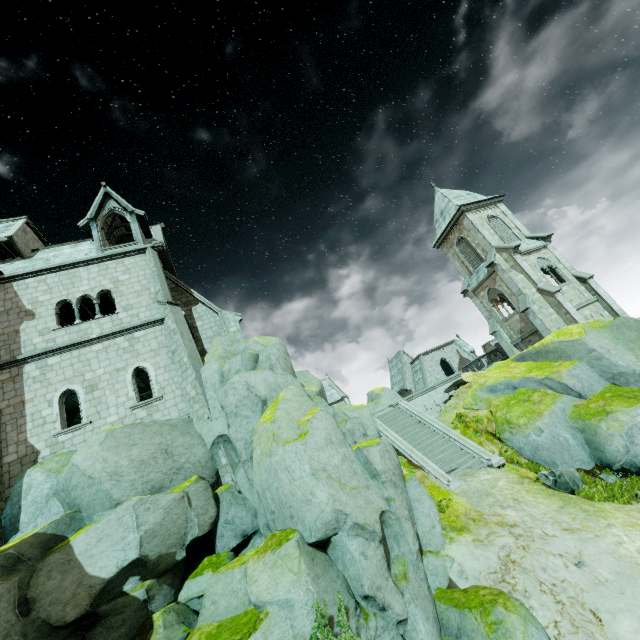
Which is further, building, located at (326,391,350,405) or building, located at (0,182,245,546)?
building, located at (326,391,350,405)

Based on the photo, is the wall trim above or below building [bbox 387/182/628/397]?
below

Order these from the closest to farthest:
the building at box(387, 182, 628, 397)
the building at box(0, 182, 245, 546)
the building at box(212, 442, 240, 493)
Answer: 1. the building at box(212, 442, 240, 493)
2. the building at box(0, 182, 245, 546)
3. the building at box(387, 182, 628, 397)

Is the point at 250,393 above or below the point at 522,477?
above

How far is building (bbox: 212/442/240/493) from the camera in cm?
1342

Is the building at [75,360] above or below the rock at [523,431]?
above

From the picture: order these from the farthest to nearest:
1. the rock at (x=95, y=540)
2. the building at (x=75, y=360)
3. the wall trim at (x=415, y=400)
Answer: the wall trim at (x=415, y=400) < the building at (x=75, y=360) < the rock at (x=95, y=540)
